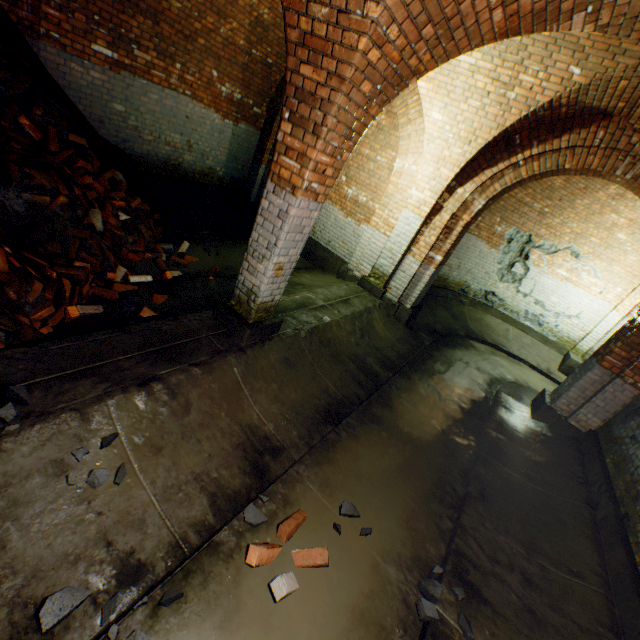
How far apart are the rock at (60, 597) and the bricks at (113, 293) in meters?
3.2 m

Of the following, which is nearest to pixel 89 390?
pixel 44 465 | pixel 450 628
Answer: pixel 44 465

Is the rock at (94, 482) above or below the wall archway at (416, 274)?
below

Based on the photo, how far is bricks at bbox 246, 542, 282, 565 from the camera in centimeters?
244cm

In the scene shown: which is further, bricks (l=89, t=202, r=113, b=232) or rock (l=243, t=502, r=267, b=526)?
bricks (l=89, t=202, r=113, b=232)

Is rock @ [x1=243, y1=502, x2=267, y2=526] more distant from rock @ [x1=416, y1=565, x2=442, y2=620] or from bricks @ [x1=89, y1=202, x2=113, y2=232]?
bricks @ [x1=89, y1=202, x2=113, y2=232]

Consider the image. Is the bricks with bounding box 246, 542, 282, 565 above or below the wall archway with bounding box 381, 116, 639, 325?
below

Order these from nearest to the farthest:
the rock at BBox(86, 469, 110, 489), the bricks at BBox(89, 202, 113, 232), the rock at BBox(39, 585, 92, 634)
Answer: the rock at BBox(39, 585, 92, 634) < the rock at BBox(86, 469, 110, 489) < the bricks at BBox(89, 202, 113, 232)
